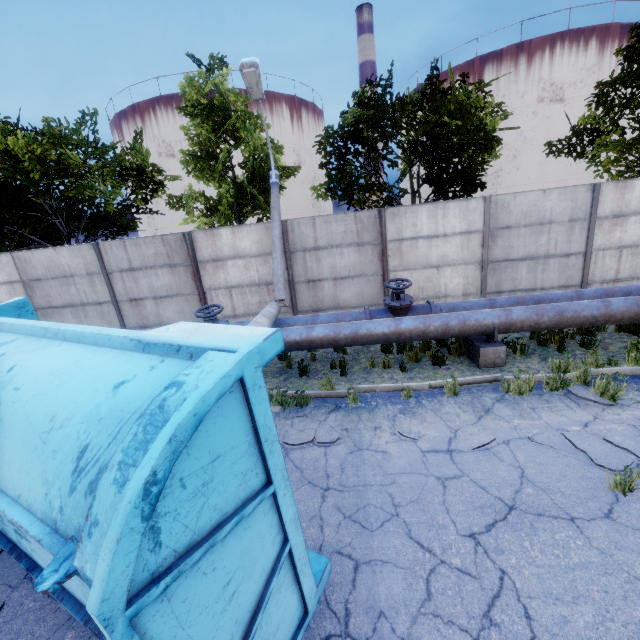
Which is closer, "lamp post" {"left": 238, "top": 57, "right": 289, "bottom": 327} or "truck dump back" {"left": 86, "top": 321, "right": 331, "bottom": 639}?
"truck dump back" {"left": 86, "top": 321, "right": 331, "bottom": 639}

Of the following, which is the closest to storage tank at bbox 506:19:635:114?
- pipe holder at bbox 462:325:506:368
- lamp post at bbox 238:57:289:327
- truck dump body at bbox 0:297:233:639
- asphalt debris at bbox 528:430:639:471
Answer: pipe holder at bbox 462:325:506:368

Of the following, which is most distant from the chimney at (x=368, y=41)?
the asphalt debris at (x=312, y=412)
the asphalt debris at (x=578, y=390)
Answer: the asphalt debris at (x=312, y=412)

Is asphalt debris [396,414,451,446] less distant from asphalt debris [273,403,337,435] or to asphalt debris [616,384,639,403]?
asphalt debris [273,403,337,435]

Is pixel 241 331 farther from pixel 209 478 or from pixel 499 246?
pixel 499 246

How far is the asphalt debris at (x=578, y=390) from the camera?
5.55m

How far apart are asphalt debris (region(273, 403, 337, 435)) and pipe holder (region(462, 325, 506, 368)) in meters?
3.4 m

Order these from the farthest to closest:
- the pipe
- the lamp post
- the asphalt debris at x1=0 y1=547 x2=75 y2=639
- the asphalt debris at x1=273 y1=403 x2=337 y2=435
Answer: the lamp post
the pipe
the asphalt debris at x1=273 y1=403 x2=337 y2=435
the asphalt debris at x1=0 y1=547 x2=75 y2=639
